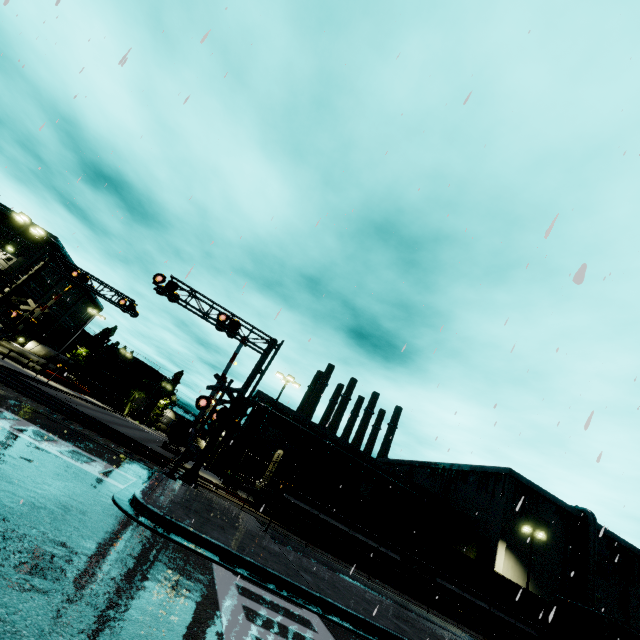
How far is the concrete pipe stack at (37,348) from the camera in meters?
47.7

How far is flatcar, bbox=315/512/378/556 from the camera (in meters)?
22.79

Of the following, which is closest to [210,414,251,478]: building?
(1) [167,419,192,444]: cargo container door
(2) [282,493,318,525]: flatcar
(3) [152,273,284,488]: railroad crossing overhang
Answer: (2) [282,493,318,525]: flatcar

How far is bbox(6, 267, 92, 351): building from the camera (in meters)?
44.28

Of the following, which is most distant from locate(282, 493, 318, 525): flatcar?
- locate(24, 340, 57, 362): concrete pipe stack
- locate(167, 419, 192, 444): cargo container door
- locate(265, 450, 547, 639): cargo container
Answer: locate(24, 340, 57, 362): concrete pipe stack

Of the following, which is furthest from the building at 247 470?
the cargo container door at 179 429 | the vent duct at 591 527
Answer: the cargo container door at 179 429

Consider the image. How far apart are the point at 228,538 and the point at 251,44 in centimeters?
1625cm
